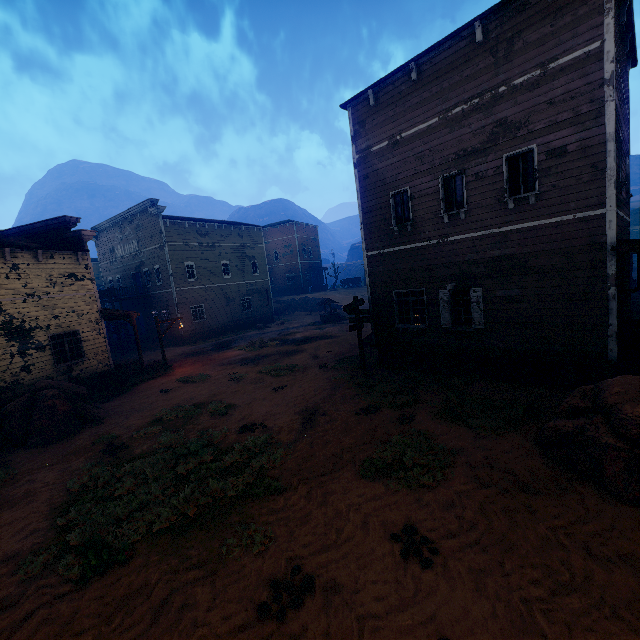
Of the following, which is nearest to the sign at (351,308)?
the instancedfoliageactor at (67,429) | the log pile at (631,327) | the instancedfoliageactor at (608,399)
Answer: the instancedfoliageactor at (608,399)

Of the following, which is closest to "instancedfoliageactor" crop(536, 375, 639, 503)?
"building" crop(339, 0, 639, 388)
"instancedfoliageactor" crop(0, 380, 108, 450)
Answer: "building" crop(339, 0, 639, 388)

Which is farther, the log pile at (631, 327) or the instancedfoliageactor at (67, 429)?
the instancedfoliageactor at (67, 429)

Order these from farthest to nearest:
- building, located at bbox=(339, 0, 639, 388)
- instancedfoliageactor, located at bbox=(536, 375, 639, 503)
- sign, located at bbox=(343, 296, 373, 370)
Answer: sign, located at bbox=(343, 296, 373, 370) < building, located at bbox=(339, 0, 639, 388) < instancedfoliageactor, located at bbox=(536, 375, 639, 503)

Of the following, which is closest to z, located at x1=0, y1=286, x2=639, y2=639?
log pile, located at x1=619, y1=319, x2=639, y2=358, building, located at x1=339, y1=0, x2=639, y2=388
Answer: building, located at x1=339, y1=0, x2=639, y2=388

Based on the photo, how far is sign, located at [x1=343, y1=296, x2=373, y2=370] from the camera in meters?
13.1

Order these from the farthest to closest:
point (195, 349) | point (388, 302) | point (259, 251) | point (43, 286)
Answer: point (259, 251)
point (195, 349)
point (43, 286)
point (388, 302)

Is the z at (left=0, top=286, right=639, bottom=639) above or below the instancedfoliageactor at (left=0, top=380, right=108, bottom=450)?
below
